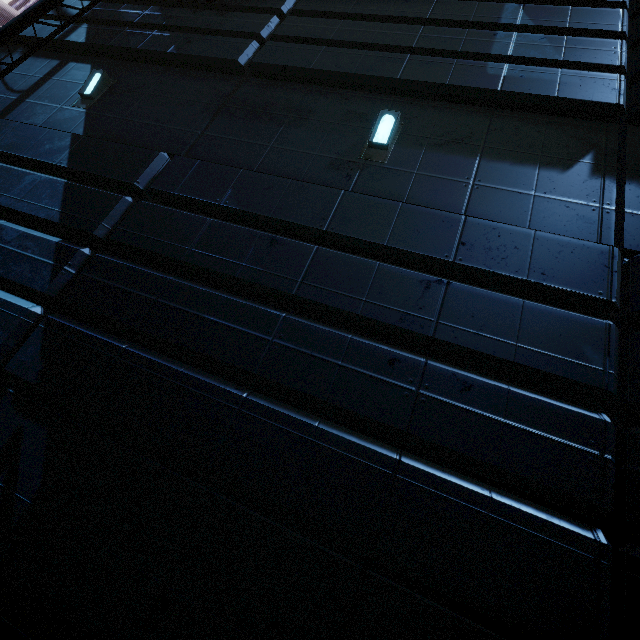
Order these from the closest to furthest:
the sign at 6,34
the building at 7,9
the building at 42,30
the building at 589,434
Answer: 1. the building at 589,434
2. the sign at 6,34
3. the building at 42,30
4. the building at 7,9

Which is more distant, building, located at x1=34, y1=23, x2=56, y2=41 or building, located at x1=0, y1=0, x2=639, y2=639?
building, located at x1=34, y1=23, x2=56, y2=41

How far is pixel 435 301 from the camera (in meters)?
3.32

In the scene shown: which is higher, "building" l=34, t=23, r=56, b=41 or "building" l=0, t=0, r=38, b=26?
"building" l=0, t=0, r=38, b=26

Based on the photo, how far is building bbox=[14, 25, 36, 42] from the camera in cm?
703

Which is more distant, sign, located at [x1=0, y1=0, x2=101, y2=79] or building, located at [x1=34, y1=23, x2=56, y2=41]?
building, located at [x1=34, y1=23, x2=56, y2=41]

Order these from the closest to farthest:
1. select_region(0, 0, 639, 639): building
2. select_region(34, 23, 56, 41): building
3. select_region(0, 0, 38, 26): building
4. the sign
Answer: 1. select_region(0, 0, 639, 639): building
2. the sign
3. select_region(34, 23, 56, 41): building
4. select_region(0, 0, 38, 26): building

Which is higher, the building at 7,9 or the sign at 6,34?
the building at 7,9
